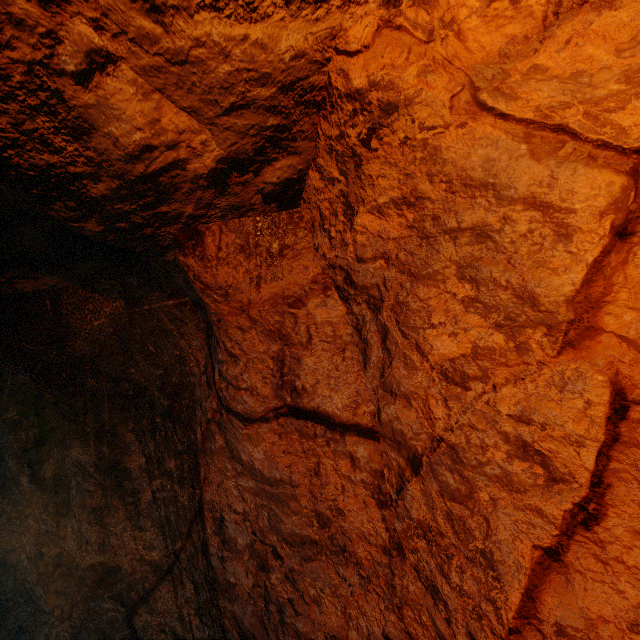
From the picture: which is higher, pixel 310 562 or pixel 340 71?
pixel 340 71
